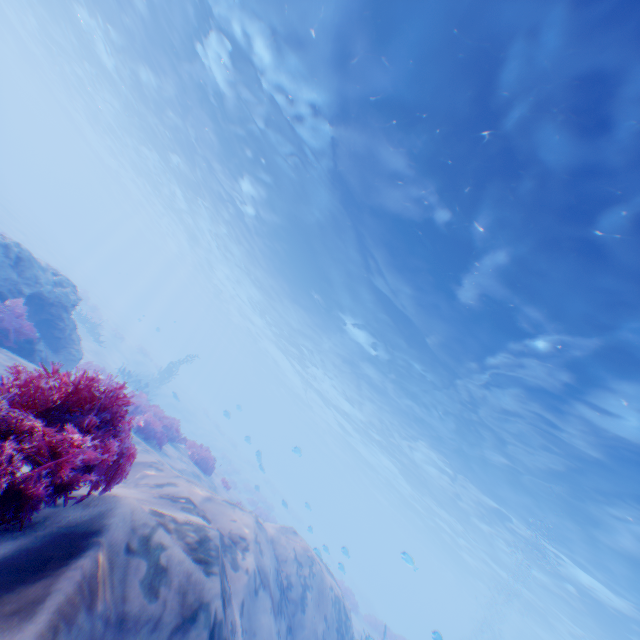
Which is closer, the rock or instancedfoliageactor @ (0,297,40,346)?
instancedfoliageactor @ (0,297,40,346)

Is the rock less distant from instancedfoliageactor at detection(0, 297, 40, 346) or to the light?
instancedfoliageactor at detection(0, 297, 40, 346)

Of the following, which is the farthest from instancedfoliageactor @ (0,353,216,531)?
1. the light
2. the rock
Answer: the light

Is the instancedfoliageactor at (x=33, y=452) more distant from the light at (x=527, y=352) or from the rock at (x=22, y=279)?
the light at (x=527, y=352)

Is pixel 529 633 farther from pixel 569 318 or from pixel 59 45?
pixel 59 45

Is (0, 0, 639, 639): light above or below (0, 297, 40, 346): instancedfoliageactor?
above

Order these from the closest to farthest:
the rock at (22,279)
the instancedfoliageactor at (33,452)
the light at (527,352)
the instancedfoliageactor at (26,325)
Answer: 1. the instancedfoliageactor at (33,452)
2. the light at (527,352)
3. the instancedfoliageactor at (26,325)
4. the rock at (22,279)
